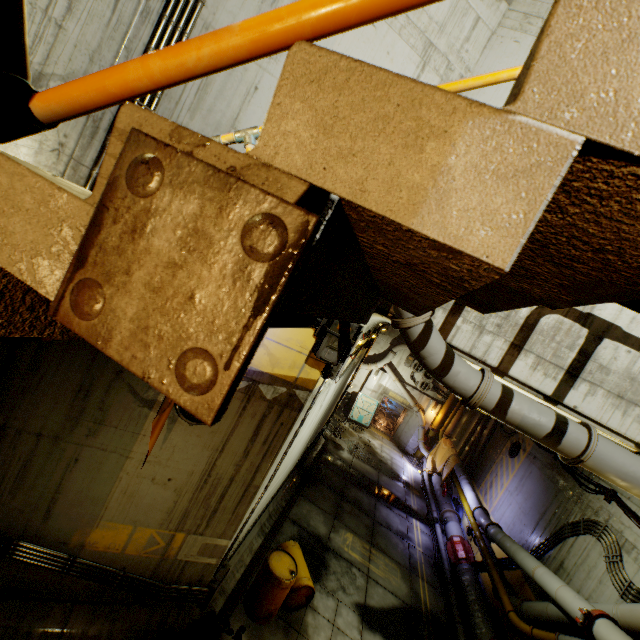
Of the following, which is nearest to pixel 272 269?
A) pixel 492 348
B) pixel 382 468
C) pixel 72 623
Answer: pixel 492 348

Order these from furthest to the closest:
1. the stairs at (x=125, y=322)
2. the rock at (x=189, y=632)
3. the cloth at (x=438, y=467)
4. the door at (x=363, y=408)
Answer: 1. the door at (x=363, y=408)
2. the cloth at (x=438, y=467)
3. the rock at (x=189, y=632)
4. the stairs at (x=125, y=322)

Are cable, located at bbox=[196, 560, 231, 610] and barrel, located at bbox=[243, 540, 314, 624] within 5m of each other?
yes

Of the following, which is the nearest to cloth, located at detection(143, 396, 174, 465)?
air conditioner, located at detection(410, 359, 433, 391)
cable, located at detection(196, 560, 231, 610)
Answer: cable, located at detection(196, 560, 231, 610)

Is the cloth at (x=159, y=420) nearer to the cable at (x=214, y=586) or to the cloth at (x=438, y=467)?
the cable at (x=214, y=586)

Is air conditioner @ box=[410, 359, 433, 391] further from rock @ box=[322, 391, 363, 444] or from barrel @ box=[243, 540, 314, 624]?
barrel @ box=[243, 540, 314, 624]

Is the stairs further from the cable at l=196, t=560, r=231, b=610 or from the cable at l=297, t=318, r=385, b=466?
the cable at l=196, t=560, r=231, b=610

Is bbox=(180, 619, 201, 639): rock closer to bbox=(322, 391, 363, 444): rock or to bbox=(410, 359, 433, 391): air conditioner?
bbox=(322, 391, 363, 444): rock
